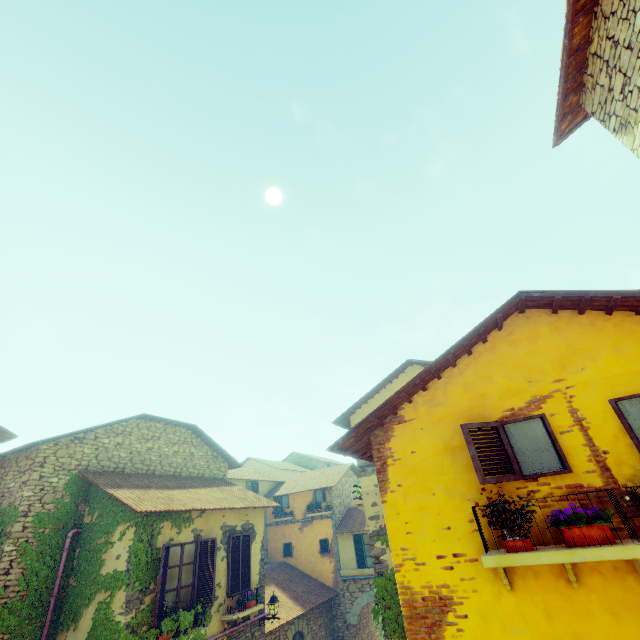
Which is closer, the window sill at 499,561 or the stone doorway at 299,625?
the window sill at 499,561

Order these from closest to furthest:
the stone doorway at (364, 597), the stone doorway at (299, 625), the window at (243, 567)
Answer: the window at (243, 567), the stone doorway at (299, 625), the stone doorway at (364, 597)

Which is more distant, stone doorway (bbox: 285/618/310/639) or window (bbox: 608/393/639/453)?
stone doorway (bbox: 285/618/310/639)

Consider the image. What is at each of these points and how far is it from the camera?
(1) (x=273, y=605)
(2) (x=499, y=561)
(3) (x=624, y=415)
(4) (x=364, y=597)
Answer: (1) street light, 10.9 meters
(2) window sill, 3.4 meters
(3) window, 3.8 meters
(4) stone doorway, 16.2 meters

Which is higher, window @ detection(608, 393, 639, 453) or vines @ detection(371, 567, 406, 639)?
window @ detection(608, 393, 639, 453)

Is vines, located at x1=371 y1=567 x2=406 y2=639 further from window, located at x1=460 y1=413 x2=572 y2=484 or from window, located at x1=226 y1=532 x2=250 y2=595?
window, located at x1=460 y1=413 x2=572 y2=484

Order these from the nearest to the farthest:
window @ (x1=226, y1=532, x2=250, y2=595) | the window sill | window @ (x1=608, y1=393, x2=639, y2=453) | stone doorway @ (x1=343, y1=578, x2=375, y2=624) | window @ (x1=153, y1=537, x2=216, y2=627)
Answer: the window sill → window @ (x1=608, y1=393, x2=639, y2=453) → window @ (x1=153, y1=537, x2=216, y2=627) → window @ (x1=226, y1=532, x2=250, y2=595) → stone doorway @ (x1=343, y1=578, x2=375, y2=624)

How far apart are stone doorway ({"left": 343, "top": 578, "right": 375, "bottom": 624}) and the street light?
7.5 meters
